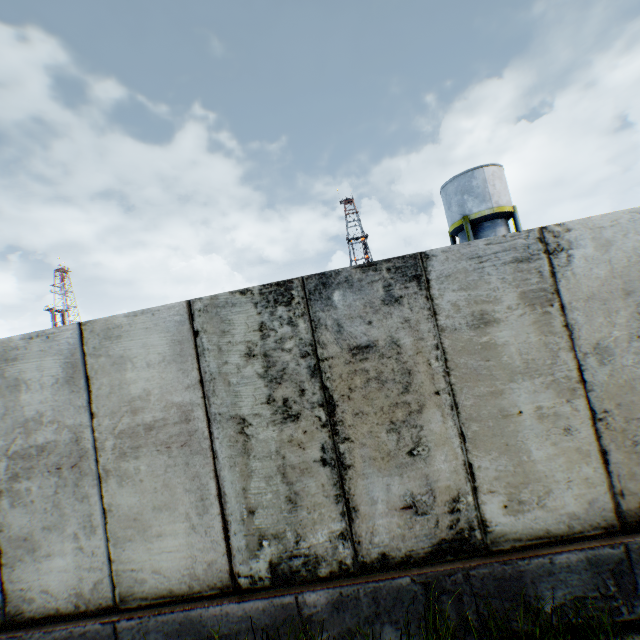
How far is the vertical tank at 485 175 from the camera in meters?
20.6 m

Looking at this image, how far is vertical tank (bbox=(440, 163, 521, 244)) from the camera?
20.6 meters

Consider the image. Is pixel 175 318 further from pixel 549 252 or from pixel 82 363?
pixel 549 252
